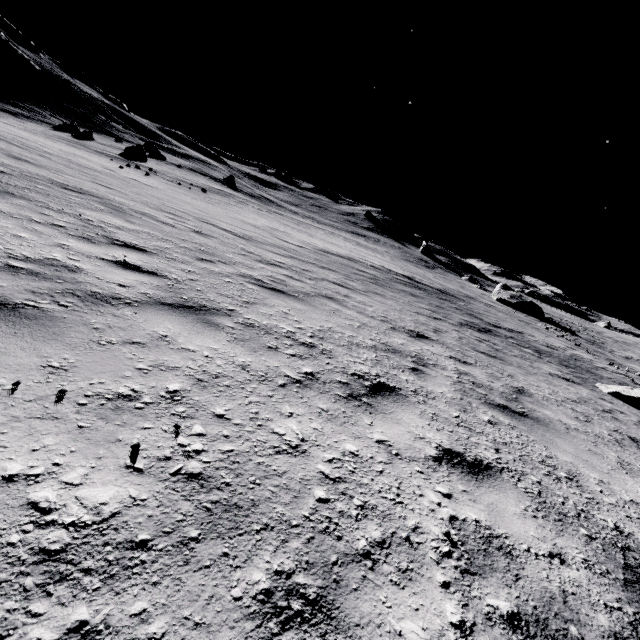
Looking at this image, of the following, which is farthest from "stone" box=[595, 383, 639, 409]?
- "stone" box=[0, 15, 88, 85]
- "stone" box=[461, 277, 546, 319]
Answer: "stone" box=[0, 15, 88, 85]

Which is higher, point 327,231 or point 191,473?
point 191,473

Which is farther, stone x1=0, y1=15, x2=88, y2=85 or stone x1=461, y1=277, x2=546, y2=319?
stone x1=0, y1=15, x2=88, y2=85

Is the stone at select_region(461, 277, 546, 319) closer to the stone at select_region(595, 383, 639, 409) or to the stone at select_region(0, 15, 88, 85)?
the stone at select_region(595, 383, 639, 409)

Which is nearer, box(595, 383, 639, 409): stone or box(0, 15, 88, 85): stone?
box(595, 383, 639, 409): stone

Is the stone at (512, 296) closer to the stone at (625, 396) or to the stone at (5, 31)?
the stone at (625, 396)
